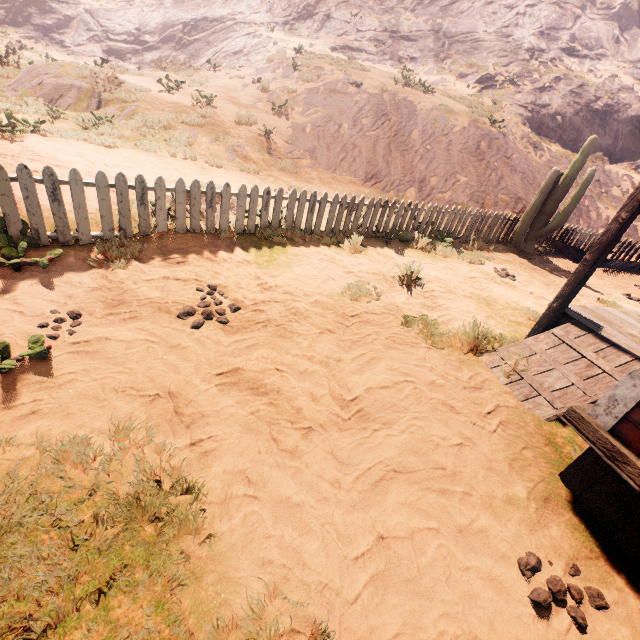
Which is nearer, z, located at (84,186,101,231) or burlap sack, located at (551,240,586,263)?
z, located at (84,186,101,231)

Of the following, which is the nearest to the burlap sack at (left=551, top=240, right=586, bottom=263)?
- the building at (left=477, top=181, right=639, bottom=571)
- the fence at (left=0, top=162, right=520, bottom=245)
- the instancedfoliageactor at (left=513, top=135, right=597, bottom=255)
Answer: the fence at (left=0, top=162, right=520, bottom=245)

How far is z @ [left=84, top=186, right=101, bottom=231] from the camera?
4.9 meters

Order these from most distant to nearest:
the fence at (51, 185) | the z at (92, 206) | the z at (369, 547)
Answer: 1. the z at (92, 206)
2. the fence at (51, 185)
3. the z at (369, 547)

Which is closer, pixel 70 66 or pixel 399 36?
pixel 70 66

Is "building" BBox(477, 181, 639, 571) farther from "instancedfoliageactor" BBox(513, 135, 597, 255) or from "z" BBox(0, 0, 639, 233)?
"instancedfoliageactor" BBox(513, 135, 597, 255)

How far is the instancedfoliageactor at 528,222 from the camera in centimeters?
877cm
